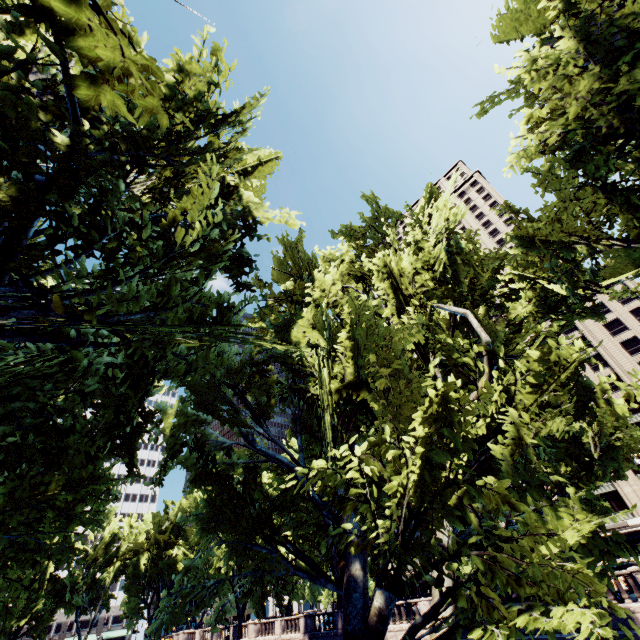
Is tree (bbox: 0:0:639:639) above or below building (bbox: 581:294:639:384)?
Result: below

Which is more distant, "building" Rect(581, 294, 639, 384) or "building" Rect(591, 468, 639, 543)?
"building" Rect(581, 294, 639, 384)

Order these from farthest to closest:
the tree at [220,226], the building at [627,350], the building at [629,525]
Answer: the building at [627,350], the building at [629,525], the tree at [220,226]

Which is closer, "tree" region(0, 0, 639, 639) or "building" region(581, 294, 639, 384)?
"tree" region(0, 0, 639, 639)

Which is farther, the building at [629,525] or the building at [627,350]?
the building at [627,350]

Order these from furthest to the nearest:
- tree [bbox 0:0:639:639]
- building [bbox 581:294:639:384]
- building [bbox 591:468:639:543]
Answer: building [bbox 581:294:639:384] → building [bbox 591:468:639:543] → tree [bbox 0:0:639:639]

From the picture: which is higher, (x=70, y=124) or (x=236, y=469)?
(x=70, y=124)
